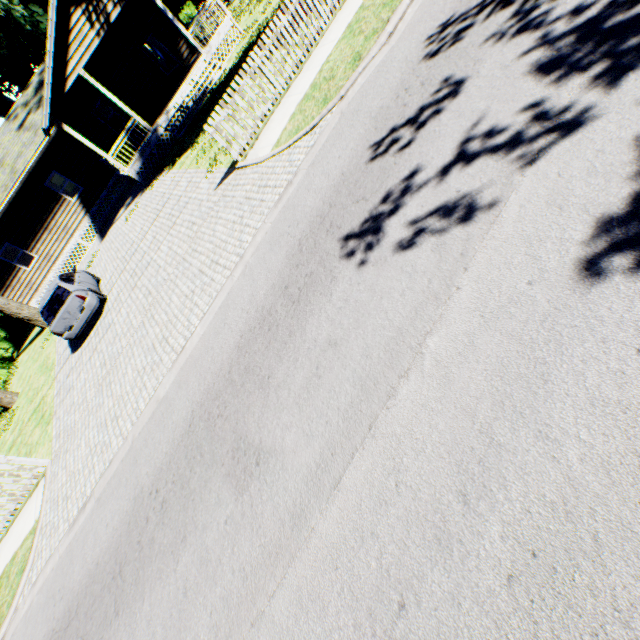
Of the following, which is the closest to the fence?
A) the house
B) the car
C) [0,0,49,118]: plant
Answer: [0,0,49,118]: plant

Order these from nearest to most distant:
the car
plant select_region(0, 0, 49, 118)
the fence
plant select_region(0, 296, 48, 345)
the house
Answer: the fence
the car
the house
plant select_region(0, 296, 48, 345)
plant select_region(0, 0, 49, 118)

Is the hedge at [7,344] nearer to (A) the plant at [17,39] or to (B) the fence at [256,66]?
(A) the plant at [17,39]

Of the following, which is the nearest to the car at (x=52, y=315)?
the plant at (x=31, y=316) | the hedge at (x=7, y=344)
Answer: the plant at (x=31, y=316)

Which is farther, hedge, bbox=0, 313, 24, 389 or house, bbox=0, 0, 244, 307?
hedge, bbox=0, 313, 24, 389

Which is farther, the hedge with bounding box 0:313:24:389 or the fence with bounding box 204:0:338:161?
the hedge with bounding box 0:313:24:389

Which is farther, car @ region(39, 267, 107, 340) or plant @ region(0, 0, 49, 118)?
plant @ region(0, 0, 49, 118)

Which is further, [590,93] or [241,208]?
[241,208]
